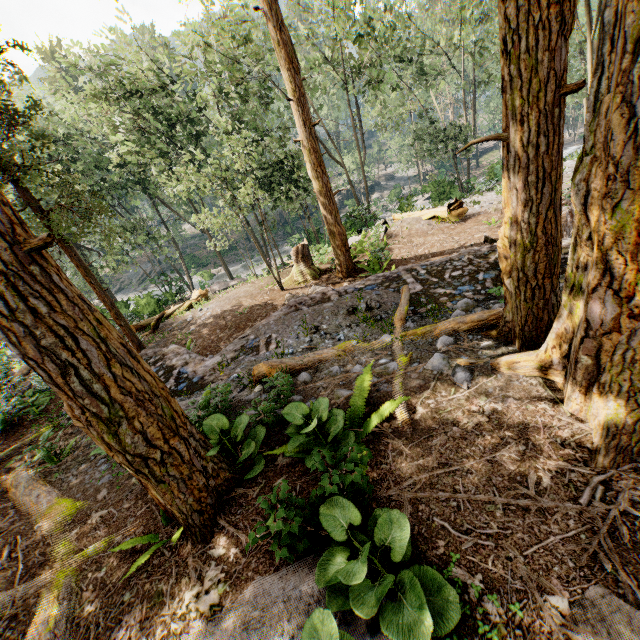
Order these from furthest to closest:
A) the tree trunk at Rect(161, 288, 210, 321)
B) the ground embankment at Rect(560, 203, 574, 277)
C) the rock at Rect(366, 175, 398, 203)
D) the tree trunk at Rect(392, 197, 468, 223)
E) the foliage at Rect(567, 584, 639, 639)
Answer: the rock at Rect(366, 175, 398, 203) < the tree trunk at Rect(161, 288, 210, 321) < the tree trunk at Rect(392, 197, 468, 223) < the ground embankment at Rect(560, 203, 574, 277) < the foliage at Rect(567, 584, 639, 639)

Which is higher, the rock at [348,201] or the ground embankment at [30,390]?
the ground embankment at [30,390]

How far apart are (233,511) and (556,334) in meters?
4.5

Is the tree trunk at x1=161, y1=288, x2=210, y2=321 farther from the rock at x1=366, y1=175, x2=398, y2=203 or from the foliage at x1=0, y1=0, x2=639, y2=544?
the rock at x1=366, y1=175, x2=398, y2=203

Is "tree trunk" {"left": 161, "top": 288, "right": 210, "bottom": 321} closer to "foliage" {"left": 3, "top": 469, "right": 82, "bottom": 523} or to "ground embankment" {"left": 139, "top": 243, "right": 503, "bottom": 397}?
"ground embankment" {"left": 139, "top": 243, "right": 503, "bottom": 397}

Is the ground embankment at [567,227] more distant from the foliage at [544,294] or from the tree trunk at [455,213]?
the tree trunk at [455,213]

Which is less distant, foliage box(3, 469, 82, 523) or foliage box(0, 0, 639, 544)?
foliage box(0, 0, 639, 544)

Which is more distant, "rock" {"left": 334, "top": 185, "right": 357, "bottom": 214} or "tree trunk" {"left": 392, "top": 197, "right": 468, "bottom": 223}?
"rock" {"left": 334, "top": 185, "right": 357, "bottom": 214}
